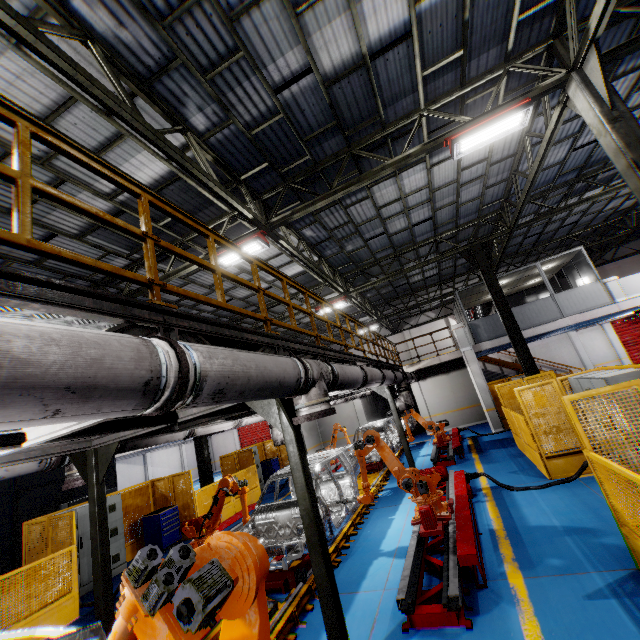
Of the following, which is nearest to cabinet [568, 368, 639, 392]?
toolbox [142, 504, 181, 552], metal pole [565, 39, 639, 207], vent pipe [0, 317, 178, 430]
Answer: metal pole [565, 39, 639, 207]

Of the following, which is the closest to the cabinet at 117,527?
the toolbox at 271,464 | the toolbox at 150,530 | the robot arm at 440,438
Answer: the toolbox at 150,530

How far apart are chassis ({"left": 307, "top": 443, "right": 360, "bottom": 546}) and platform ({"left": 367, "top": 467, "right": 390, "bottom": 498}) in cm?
1

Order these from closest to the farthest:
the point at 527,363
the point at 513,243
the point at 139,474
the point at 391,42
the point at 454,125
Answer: the point at 391,42 < the point at 454,125 < the point at 527,363 < the point at 513,243 < the point at 139,474

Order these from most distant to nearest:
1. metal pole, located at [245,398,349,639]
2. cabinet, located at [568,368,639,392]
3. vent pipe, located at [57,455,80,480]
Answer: cabinet, located at [568,368,639,392]
vent pipe, located at [57,455,80,480]
metal pole, located at [245,398,349,639]

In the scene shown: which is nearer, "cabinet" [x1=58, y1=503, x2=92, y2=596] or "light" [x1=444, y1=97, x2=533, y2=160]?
"light" [x1=444, y1=97, x2=533, y2=160]

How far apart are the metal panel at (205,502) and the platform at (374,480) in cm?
456

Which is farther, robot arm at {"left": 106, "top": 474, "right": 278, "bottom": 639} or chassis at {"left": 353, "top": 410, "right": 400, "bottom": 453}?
chassis at {"left": 353, "top": 410, "right": 400, "bottom": 453}
